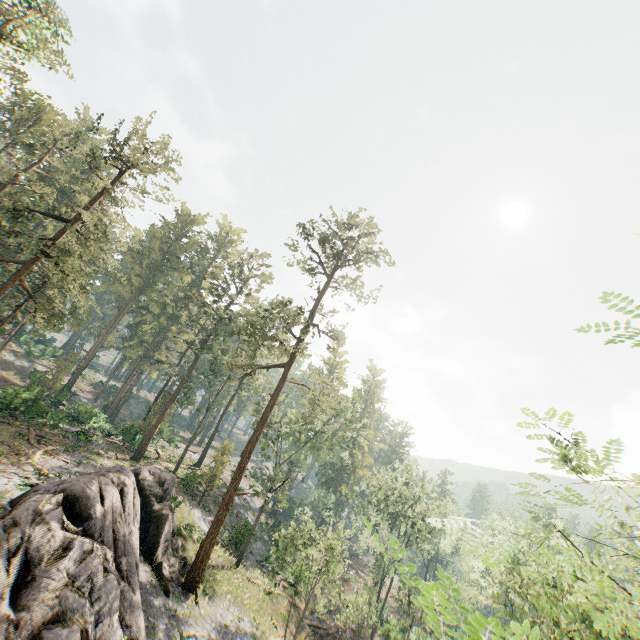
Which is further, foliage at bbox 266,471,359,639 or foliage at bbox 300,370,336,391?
foliage at bbox 300,370,336,391

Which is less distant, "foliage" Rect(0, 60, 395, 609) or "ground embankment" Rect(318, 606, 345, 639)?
"foliage" Rect(0, 60, 395, 609)

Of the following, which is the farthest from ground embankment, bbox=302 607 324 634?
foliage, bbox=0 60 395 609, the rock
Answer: the rock

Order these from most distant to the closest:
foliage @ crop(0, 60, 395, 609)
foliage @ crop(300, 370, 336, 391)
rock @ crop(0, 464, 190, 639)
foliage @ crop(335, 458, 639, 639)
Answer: foliage @ crop(300, 370, 336, 391) < foliage @ crop(0, 60, 395, 609) < rock @ crop(0, 464, 190, 639) < foliage @ crop(335, 458, 639, 639)

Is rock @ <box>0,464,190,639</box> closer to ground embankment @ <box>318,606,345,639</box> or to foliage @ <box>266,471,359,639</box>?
foliage @ <box>266,471,359,639</box>

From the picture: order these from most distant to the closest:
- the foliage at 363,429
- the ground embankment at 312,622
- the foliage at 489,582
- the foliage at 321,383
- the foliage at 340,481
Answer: the ground embankment at 312,622
the foliage at 321,383
the foliage at 363,429
the foliage at 340,481
the foliage at 489,582

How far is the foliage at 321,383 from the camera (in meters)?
27.97

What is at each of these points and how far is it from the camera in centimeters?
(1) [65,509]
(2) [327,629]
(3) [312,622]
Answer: (1) rock, 1555cm
(2) ground embankment, 3148cm
(3) ground embankment, 3111cm
